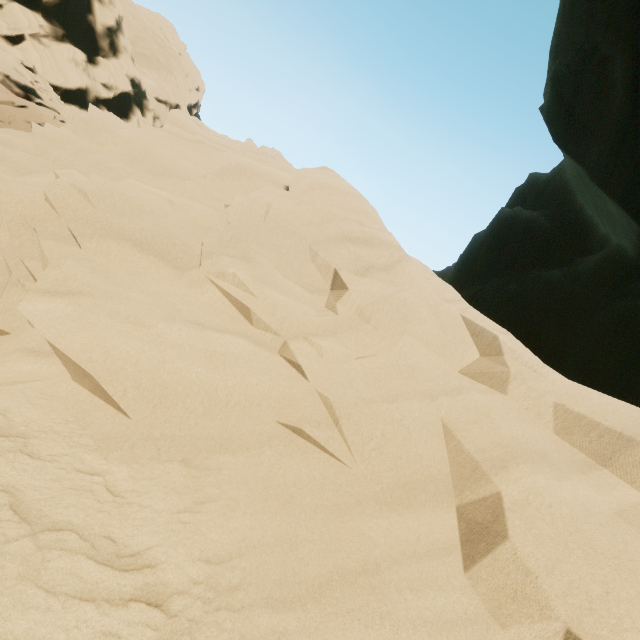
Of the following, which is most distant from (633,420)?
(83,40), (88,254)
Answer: (83,40)
